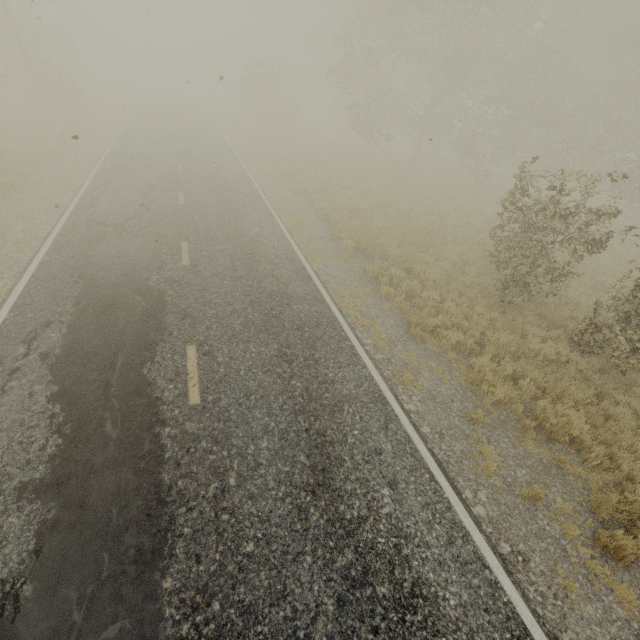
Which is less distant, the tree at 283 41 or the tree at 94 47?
the tree at 283 41

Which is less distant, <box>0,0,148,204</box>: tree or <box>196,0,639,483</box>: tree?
<box>196,0,639,483</box>: tree

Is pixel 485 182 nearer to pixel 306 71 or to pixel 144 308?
pixel 144 308
